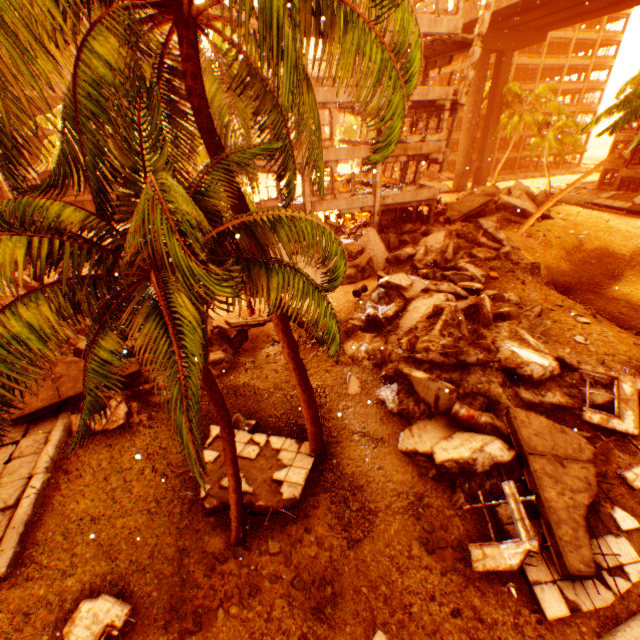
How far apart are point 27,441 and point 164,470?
4.5m

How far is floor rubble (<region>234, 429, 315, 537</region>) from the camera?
8.0 meters

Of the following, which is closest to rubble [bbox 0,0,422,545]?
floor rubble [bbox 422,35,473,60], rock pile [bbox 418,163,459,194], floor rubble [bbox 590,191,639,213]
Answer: floor rubble [bbox 590,191,639,213]

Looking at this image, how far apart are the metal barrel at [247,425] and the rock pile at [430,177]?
39.4m

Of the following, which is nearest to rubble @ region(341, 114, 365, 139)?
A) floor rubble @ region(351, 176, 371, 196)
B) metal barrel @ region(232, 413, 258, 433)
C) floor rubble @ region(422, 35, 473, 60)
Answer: metal barrel @ region(232, 413, 258, 433)

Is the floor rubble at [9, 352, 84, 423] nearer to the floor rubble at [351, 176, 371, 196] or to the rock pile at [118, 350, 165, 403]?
the rock pile at [118, 350, 165, 403]

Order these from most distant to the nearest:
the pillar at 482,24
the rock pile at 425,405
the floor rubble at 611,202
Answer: the floor rubble at 611,202 < the pillar at 482,24 < the rock pile at 425,405

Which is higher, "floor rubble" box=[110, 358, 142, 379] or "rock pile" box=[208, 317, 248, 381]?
"floor rubble" box=[110, 358, 142, 379]
